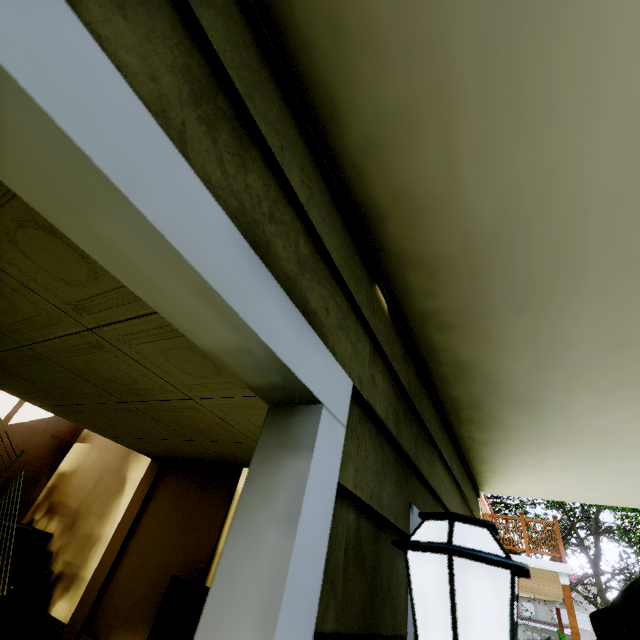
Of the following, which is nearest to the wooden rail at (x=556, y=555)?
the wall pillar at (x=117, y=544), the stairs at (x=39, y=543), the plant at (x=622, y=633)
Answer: the wall pillar at (x=117, y=544)

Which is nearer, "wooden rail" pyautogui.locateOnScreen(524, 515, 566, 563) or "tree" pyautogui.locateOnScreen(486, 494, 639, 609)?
"wooden rail" pyautogui.locateOnScreen(524, 515, 566, 563)

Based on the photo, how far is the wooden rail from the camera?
8.43m

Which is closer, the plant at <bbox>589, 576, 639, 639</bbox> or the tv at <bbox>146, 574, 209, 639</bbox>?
the plant at <bbox>589, 576, 639, 639</bbox>

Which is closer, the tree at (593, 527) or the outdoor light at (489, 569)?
the outdoor light at (489, 569)

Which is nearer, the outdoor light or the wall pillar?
the outdoor light

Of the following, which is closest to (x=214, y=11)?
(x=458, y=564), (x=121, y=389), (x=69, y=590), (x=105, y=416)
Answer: (x=458, y=564)

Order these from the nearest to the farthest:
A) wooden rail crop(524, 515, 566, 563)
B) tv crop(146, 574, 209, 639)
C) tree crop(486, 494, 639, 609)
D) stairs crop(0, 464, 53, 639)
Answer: tv crop(146, 574, 209, 639) < stairs crop(0, 464, 53, 639) < wooden rail crop(524, 515, 566, 563) < tree crop(486, 494, 639, 609)
